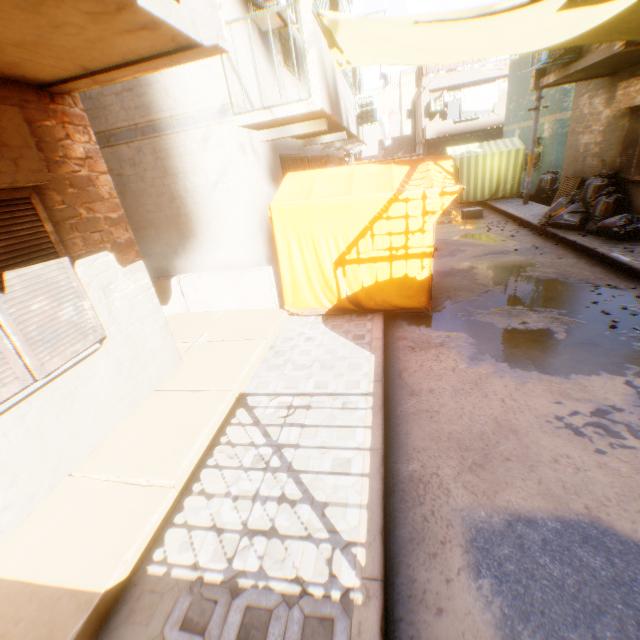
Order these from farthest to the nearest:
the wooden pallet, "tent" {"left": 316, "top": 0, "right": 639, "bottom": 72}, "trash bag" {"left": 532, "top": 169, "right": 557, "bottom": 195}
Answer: "trash bag" {"left": 532, "top": 169, "right": 557, "bottom": 195}, the wooden pallet, "tent" {"left": 316, "top": 0, "right": 639, "bottom": 72}

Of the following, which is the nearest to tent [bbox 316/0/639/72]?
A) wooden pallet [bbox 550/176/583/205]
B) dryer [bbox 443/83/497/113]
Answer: dryer [bbox 443/83/497/113]

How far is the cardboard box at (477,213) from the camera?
13.0m

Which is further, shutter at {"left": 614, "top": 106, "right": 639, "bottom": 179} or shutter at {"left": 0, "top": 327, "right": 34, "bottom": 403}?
shutter at {"left": 614, "top": 106, "right": 639, "bottom": 179}

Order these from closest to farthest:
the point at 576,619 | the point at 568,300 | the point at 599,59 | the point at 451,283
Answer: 1. the point at 576,619
2. the point at 568,300
3. the point at 599,59
4. the point at 451,283

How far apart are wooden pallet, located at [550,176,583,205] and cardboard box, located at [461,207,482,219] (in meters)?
1.80

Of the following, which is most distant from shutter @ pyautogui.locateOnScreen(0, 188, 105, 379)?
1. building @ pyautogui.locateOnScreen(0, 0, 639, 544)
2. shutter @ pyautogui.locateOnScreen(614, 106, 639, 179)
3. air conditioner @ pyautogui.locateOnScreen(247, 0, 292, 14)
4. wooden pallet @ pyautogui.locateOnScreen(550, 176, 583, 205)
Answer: wooden pallet @ pyautogui.locateOnScreen(550, 176, 583, 205)

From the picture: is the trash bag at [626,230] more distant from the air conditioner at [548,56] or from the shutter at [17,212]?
the shutter at [17,212]
